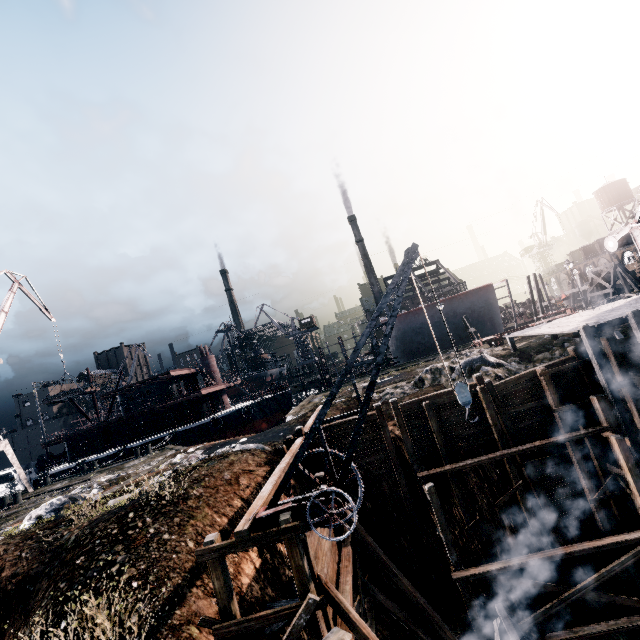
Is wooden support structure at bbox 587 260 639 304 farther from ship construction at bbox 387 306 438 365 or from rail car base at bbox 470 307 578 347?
rail car base at bbox 470 307 578 347

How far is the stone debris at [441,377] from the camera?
22.92m

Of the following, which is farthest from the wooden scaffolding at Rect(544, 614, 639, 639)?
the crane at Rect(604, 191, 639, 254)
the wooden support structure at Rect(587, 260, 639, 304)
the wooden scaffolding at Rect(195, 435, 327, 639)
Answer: the wooden support structure at Rect(587, 260, 639, 304)

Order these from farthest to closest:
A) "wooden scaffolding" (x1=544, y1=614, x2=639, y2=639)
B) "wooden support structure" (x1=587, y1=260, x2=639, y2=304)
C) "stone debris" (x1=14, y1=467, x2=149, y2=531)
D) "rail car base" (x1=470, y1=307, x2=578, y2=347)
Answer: "wooden support structure" (x1=587, y1=260, x2=639, y2=304)
"rail car base" (x1=470, y1=307, x2=578, y2=347)
"stone debris" (x1=14, y1=467, x2=149, y2=531)
"wooden scaffolding" (x1=544, y1=614, x2=639, y2=639)

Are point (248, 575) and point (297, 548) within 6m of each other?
yes

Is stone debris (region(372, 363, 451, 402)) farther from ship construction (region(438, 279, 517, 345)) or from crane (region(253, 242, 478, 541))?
ship construction (region(438, 279, 517, 345))

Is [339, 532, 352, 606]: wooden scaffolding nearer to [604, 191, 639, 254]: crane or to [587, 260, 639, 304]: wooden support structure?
[604, 191, 639, 254]: crane

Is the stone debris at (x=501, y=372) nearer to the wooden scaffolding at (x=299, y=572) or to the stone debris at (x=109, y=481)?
the wooden scaffolding at (x=299, y=572)
